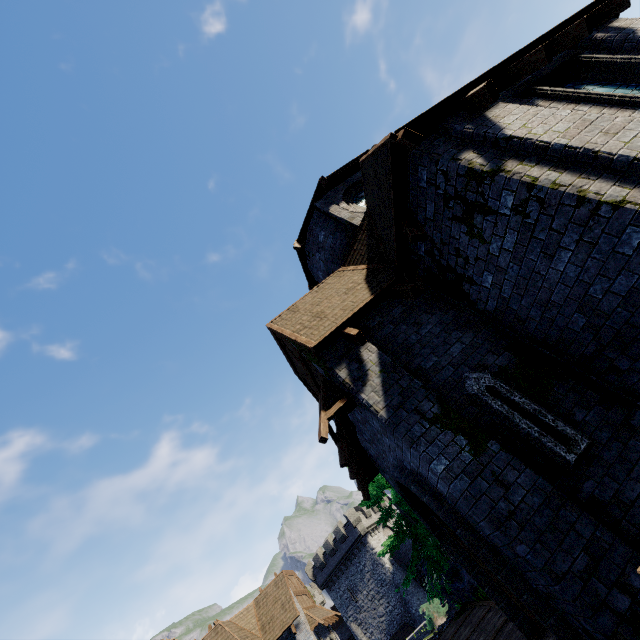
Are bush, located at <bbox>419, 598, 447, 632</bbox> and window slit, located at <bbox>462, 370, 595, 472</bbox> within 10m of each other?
no

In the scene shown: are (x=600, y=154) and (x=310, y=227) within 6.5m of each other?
no

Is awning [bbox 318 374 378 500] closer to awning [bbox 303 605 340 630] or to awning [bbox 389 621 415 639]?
awning [bbox 303 605 340 630]

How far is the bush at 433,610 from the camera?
22.3m

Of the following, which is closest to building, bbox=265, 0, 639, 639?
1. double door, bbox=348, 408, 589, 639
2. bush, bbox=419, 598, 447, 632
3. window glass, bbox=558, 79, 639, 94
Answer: double door, bbox=348, 408, 589, 639

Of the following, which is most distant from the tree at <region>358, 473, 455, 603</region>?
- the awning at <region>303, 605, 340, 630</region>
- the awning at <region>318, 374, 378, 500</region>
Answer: the awning at <region>303, 605, 340, 630</region>

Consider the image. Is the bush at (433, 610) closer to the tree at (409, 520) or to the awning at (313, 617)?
the awning at (313, 617)

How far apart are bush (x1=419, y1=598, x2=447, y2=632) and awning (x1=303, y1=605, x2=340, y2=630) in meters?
6.4 m
